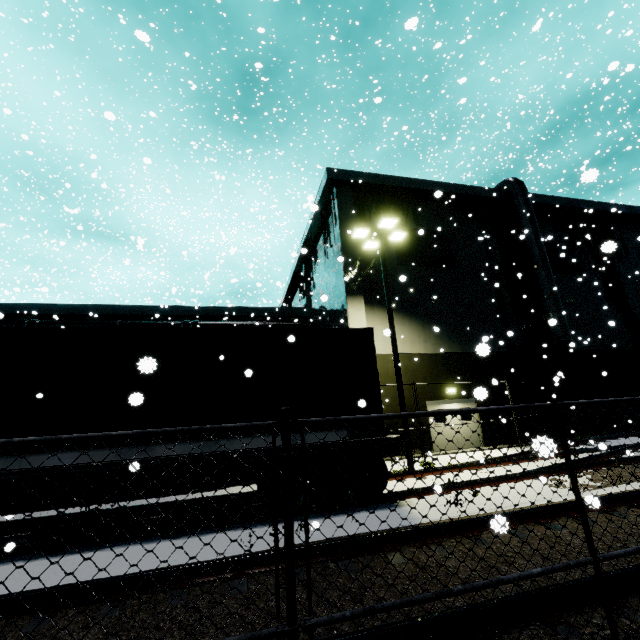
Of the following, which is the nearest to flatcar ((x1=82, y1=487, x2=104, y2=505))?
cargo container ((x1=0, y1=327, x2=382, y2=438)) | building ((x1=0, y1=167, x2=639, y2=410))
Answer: cargo container ((x1=0, y1=327, x2=382, y2=438))

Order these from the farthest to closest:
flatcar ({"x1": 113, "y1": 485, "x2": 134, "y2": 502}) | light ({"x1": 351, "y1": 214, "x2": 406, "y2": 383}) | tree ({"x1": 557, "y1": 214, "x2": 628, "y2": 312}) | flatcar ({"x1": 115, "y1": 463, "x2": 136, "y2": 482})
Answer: tree ({"x1": 557, "y1": 214, "x2": 628, "y2": 312}) < light ({"x1": 351, "y1": 214, "x2": 406, "y2": 383}) < flatcar ({"x1": 113, "y1": 485, "x2": 134, "y2": 502}) < flatcar ({"x1": 115, "y1": 463, "x2": 136, "y2": 482})

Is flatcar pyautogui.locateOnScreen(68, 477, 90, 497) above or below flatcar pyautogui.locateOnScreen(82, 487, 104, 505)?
above

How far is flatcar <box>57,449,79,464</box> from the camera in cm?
582

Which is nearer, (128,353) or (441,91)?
(128,353)

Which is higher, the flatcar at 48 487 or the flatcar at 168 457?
the flatcar at 168 457

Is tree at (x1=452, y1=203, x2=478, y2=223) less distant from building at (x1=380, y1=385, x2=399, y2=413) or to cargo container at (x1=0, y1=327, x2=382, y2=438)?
building at (x1=380, y1=385, x2=399, y2=413)

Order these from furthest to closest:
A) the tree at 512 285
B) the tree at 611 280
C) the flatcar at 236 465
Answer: the tree at 611 280 → the tree at 512 285 → the flatcar at 236 465
